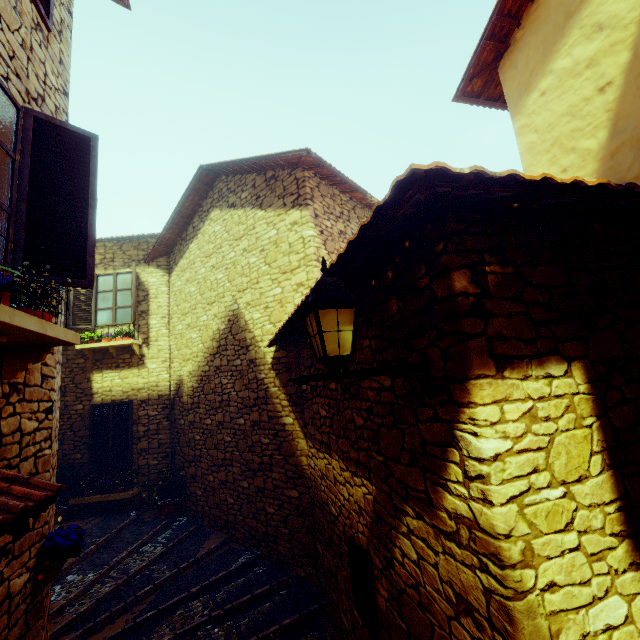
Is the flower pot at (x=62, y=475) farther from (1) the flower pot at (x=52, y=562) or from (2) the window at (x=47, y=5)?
(2) the window at (x=47, y=5)

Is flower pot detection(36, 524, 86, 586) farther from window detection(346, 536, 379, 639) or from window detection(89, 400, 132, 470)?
window detection(89, 400, 132, 470)

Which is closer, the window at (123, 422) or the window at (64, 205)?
the window at (64, 205)

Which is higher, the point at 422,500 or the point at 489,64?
the point at 489,64

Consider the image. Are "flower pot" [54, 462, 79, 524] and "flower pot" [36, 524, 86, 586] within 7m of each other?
yes

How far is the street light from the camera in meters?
1.8

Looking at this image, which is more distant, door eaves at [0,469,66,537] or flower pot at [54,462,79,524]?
flower pot at [54,462,79,524]

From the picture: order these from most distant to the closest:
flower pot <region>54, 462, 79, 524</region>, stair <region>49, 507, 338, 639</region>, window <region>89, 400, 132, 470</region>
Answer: window <region>89, 400, 132, 470</region>, flower pot <region>54, 462, 79, 524</region>, stair <region>49, 507, 338, 639</region>
